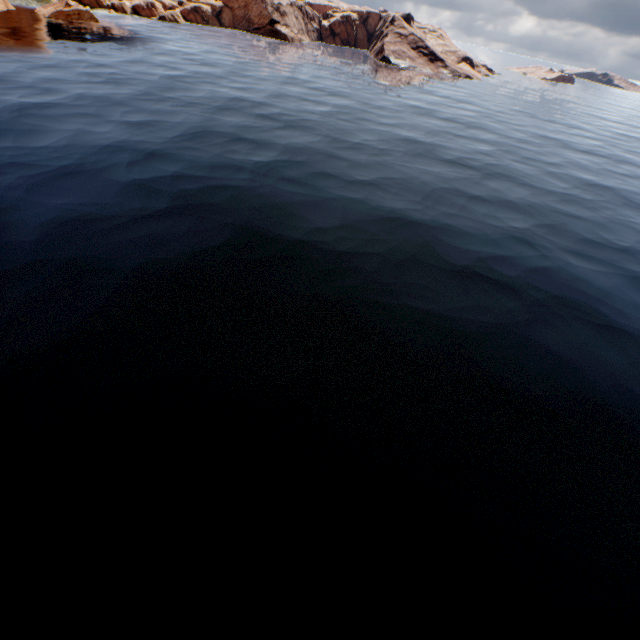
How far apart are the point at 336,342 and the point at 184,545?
7.7m

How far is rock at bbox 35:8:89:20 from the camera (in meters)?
57.34

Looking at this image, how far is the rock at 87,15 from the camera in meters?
57.3
